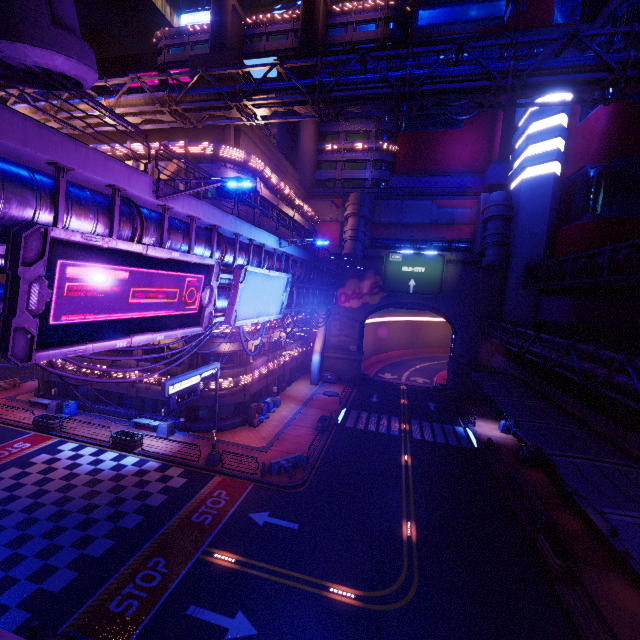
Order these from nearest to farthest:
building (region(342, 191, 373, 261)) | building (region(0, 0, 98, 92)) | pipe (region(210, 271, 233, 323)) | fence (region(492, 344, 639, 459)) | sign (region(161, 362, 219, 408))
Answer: building (region(0, 0, 98, 92)) < pipe (region(210, 271, 233, 323)) < fence (region(492, 344, 639, 459)) < sign (region(161, 362, 219, 408)) < building (region(342, 191, 373, 261))

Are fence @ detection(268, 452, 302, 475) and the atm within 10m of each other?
yes

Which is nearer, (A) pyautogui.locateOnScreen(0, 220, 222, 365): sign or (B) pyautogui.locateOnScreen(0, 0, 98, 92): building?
(B) pyautogui.locateOnScreen(0, 0, 98, 92): building

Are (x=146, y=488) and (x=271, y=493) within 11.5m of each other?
yes

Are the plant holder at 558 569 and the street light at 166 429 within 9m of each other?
no

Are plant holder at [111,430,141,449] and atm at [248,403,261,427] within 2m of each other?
no

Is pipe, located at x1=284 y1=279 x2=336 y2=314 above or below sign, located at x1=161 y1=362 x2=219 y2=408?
above

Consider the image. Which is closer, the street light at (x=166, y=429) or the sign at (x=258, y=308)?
the sign at (x=258, y=308)
